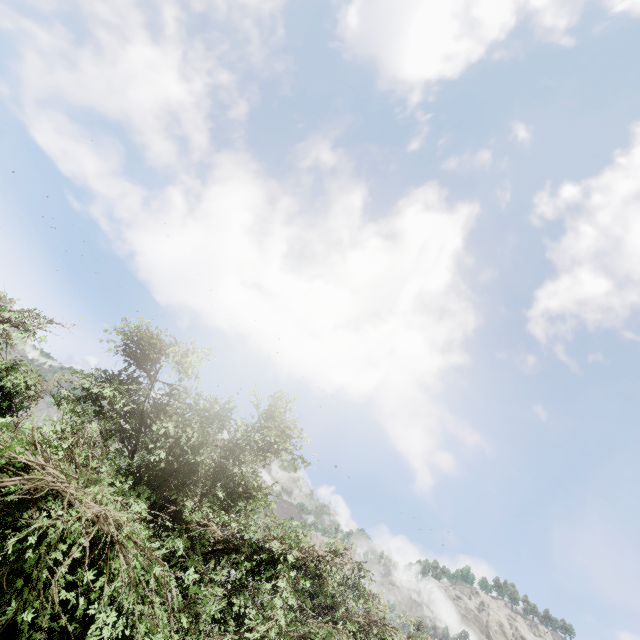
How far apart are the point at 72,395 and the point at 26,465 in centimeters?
323cm
